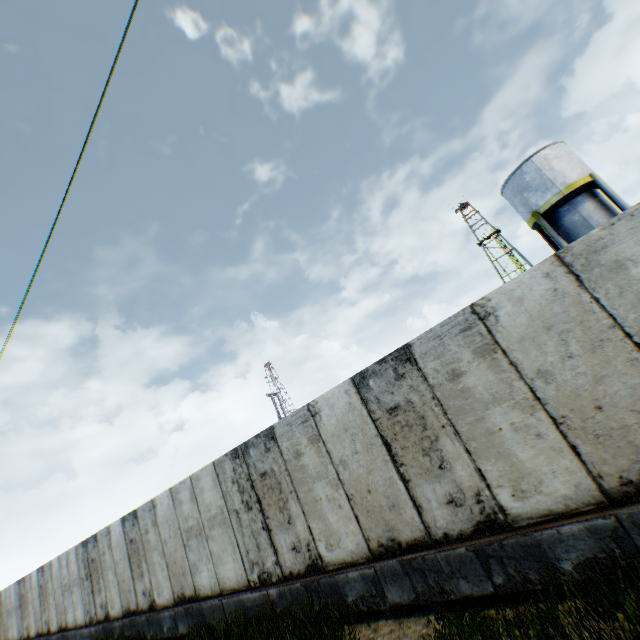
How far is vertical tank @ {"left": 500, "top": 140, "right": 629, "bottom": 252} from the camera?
17.9m

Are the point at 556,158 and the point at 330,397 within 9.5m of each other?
no

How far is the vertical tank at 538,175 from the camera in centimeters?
1788cm
